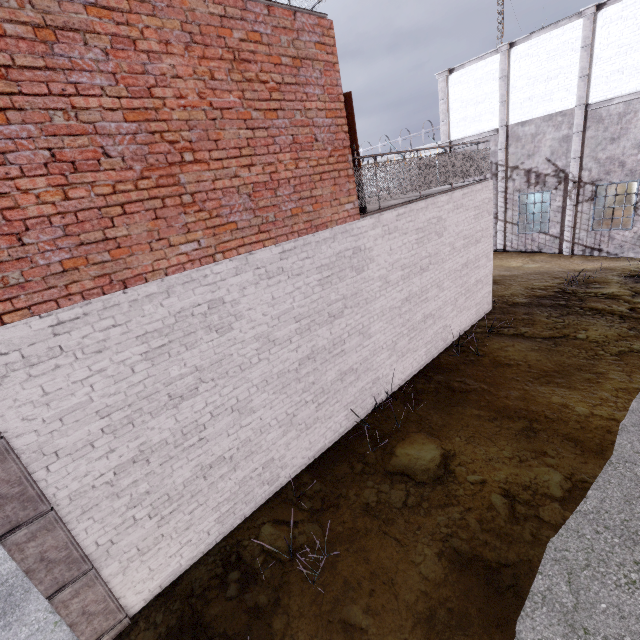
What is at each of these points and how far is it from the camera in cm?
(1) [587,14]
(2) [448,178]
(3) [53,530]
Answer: (1) trim, 1220
(2) metal railing, 799
(3) trim, 351

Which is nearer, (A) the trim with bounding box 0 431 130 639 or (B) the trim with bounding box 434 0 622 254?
(A) the trim with bounding box 0 431 130 639

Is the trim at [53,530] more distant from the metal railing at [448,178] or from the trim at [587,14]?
the trim at [587,14]

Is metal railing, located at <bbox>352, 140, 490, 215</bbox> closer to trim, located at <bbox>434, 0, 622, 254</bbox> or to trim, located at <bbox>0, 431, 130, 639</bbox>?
trim, located at <bbox>0, 431, 130, 639</bbox>

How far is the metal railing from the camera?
6.4m

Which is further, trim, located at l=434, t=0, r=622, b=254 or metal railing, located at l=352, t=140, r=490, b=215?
trim, located at l=434, t=0, r=622, b=254

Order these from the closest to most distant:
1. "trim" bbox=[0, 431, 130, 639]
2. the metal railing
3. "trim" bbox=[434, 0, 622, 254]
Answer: "trim" bbox=[0, 431, 130, 639] → the metal railing → "trim" bbox=[434, 0, 622, 254]

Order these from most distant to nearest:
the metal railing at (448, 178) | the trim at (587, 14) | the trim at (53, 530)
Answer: the trim at (587, 14) → the metal railing at (448, 178) → the trim at (53, 530)
